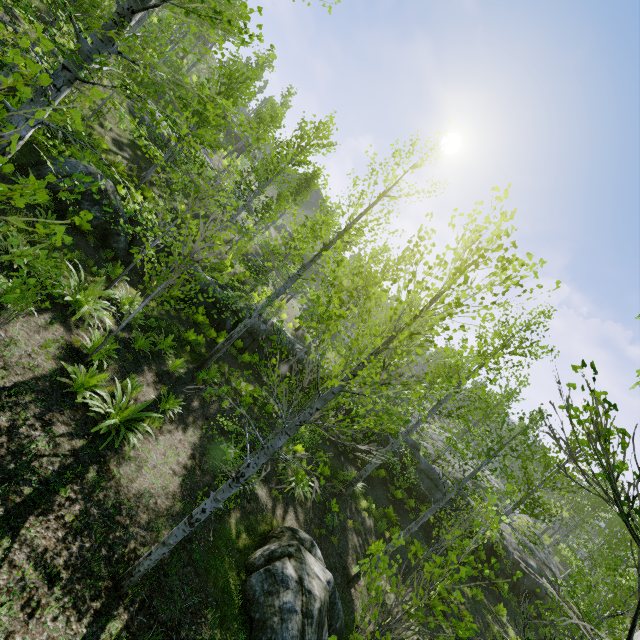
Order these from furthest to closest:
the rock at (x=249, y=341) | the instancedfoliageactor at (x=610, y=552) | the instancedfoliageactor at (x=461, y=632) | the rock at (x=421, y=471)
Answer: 1. the rock at (x=421, y=471)
2. the rock at (x=249, y=341)
3. the instancedfoliageactor at (x=610, y=552)
4. the instancedfoliageactor at (x=461, y=632)

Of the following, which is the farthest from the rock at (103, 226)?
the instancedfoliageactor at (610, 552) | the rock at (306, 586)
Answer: the rock at (306, 586)

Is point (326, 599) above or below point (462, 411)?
below

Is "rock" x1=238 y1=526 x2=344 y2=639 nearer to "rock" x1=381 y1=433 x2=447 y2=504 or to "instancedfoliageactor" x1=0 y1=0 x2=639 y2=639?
"instancedfoliageactor" x1=0 y1=0 x2=639 y2=639

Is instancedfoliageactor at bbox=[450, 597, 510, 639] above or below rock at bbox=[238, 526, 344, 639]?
above

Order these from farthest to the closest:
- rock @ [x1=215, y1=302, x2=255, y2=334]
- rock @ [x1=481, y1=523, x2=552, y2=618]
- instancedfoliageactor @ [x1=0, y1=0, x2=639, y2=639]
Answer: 1. rock @ [x1=481, y1=523, x2=552, y2=618]
2. rock @ [x1=215, y1=302, x2=255, y2=334]
3. instancedfoliageactor @ [x1=0, y1=0, x2=639, y2=639]

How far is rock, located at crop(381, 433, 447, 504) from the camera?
19.56m
